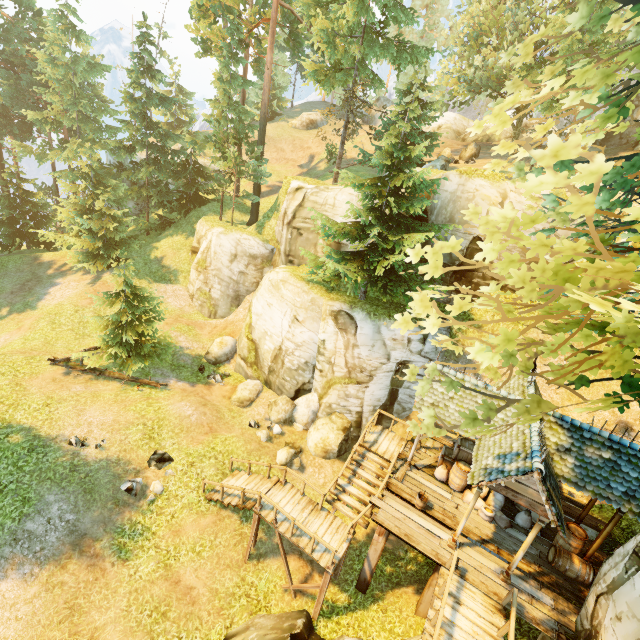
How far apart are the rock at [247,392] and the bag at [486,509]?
11.8 meters

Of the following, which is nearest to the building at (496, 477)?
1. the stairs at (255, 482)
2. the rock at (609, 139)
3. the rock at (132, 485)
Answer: Answer: the stairs at (255, 482)

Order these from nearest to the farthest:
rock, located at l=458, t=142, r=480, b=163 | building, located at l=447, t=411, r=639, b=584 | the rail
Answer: the rail, building, located at l=447, t=411, r=639, b=584, rock, located at l=458, t=142, r=480, b=163

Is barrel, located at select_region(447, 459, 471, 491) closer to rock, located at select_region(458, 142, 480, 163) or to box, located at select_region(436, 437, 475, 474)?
box, located at select_region(436, 437, 475, 474)

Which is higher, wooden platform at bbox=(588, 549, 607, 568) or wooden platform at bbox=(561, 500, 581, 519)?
wooden platform at bbox=(588, 549, 607, 568)

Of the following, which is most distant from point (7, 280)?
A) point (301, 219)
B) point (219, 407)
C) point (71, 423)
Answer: point (301, 219)

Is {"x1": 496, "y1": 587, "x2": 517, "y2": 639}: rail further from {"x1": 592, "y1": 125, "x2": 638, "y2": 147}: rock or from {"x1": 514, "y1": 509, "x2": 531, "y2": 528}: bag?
{"x1": 592, "y1": 125, "x2": 638, "y2": 147}: rock

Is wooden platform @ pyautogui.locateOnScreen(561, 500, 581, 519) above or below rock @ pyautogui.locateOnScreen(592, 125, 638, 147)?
below
